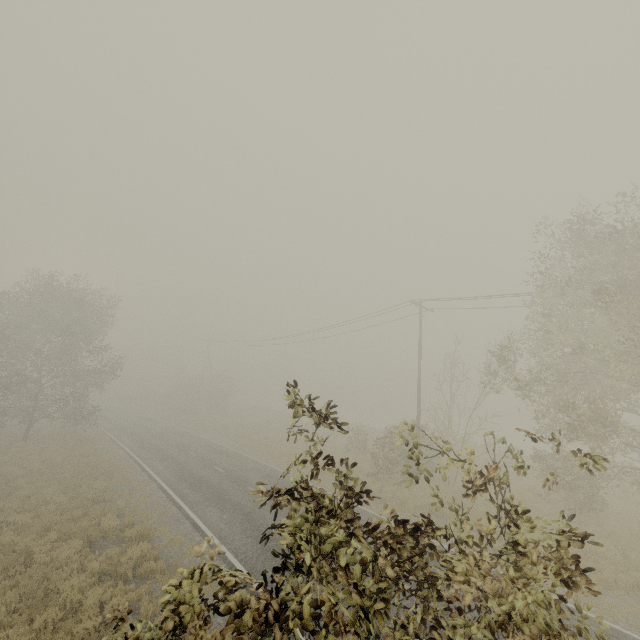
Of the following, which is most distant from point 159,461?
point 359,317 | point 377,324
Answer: point 377,324

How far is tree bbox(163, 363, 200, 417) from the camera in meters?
47.8

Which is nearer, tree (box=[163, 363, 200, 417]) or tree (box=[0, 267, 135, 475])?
tree (box=[0, 267, 135, 475])

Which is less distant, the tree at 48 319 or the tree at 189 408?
the tree at 48 319

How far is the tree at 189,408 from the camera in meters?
47.8
